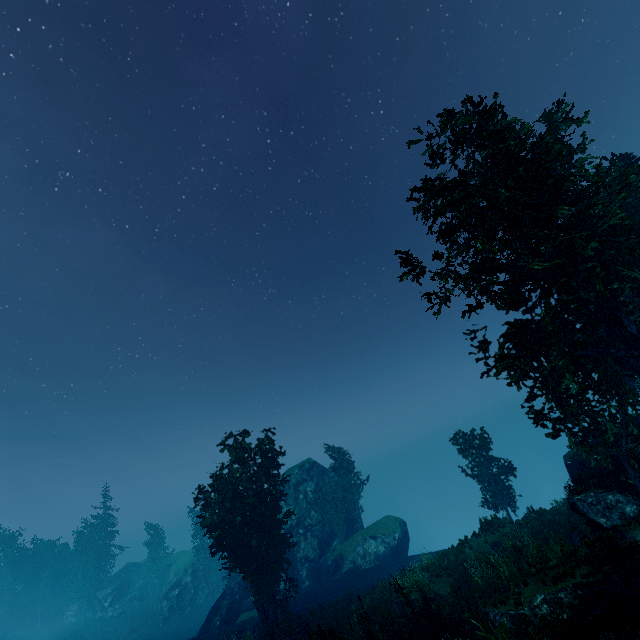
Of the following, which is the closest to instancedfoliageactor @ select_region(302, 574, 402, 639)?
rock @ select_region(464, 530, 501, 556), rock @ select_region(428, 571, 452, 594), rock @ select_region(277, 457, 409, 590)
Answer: rock @ select_region(277, 457, 409, 590)

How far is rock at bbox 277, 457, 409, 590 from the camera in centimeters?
3472cm

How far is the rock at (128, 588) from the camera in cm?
5581

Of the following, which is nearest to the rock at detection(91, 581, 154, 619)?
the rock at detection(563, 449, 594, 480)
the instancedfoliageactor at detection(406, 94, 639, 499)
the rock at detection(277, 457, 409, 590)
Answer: the instancedfoliageactor at detection(406, 94, 639, 499)

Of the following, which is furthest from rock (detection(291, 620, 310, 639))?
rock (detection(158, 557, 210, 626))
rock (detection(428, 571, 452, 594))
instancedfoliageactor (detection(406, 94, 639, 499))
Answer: rock (detection(158, 557, 210, 626))

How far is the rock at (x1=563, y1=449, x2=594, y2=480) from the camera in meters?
22.5

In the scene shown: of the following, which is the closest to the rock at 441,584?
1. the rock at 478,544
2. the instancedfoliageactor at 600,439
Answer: the rock at 478,544

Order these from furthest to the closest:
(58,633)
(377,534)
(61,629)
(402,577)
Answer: (61,629) → (58,633) → (377,534) → (402,577)
